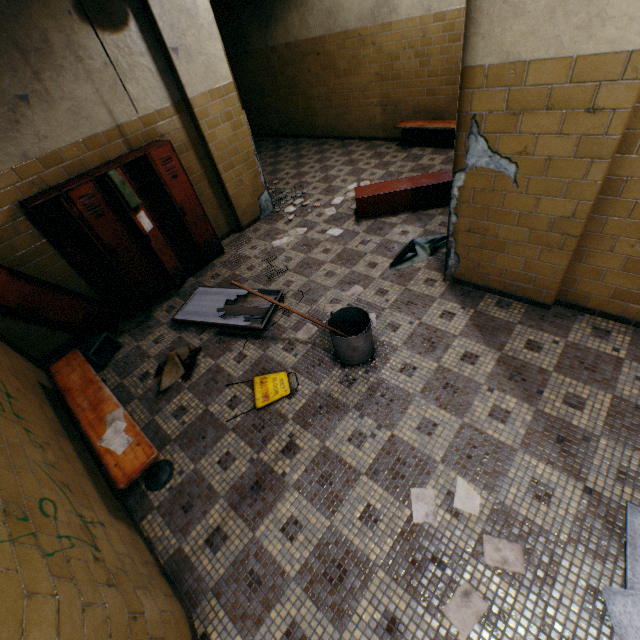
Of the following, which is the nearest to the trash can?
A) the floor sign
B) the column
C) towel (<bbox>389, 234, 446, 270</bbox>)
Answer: the floor sign

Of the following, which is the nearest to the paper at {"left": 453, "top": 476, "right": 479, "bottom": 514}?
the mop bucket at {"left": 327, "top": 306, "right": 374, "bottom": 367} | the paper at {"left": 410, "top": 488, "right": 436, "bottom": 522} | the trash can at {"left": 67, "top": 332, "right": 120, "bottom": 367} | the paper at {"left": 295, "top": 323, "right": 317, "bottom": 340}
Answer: the paper at {"left": 410, "top": 488, "right": 436, "bottom": 522}

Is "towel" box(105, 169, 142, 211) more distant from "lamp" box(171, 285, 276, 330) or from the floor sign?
the floor sign

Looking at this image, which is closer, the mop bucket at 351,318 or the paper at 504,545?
the paper at 504,545

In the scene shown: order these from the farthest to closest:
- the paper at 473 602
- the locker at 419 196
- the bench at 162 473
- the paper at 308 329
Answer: the locker at 419 196 → the paper at 308 329 → the bench at 162 473 → the paper at 473 602

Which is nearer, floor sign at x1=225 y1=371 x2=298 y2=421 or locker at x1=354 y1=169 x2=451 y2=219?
floor sign at x1=225 y1=371 x2=298 y2=421

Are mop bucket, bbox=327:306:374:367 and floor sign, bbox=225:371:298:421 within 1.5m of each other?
yes

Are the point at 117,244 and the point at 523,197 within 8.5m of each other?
yes
